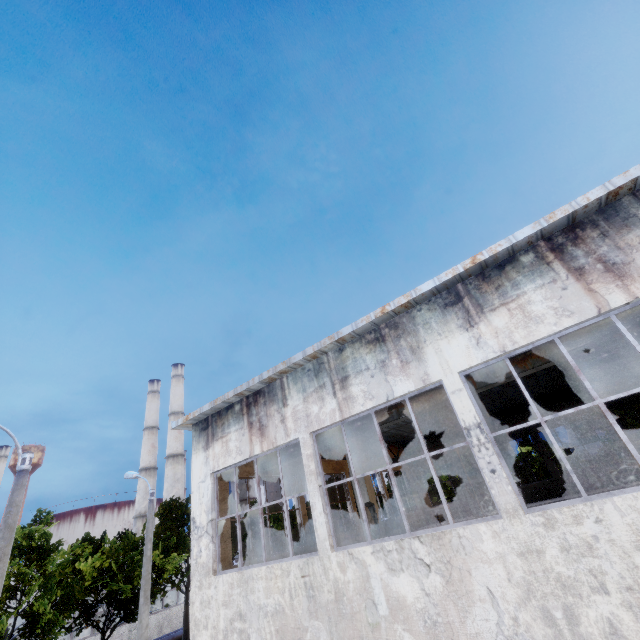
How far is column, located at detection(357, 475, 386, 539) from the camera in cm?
955

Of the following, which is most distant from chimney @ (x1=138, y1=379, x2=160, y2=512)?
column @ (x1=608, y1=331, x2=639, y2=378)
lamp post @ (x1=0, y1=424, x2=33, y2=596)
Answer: column @ (x1=608, y1=331, x2=639, y2=378)

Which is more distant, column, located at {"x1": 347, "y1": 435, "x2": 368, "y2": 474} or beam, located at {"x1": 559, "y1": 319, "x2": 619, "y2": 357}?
column, located at {"x1": 347, "y1": 435, "x2": 368, "y2": 474}

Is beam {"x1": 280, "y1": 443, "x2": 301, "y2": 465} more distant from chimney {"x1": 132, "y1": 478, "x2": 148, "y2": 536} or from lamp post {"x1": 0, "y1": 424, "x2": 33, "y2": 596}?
chimney {"x1": 132, "y1": 478, "x2": 148, "y2": 536}

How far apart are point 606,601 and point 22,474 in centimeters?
1187cm

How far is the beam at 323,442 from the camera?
11.23m

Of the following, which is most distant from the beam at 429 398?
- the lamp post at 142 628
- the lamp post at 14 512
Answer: the lamp post at 14 512

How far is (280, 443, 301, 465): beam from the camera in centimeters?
1198cm
